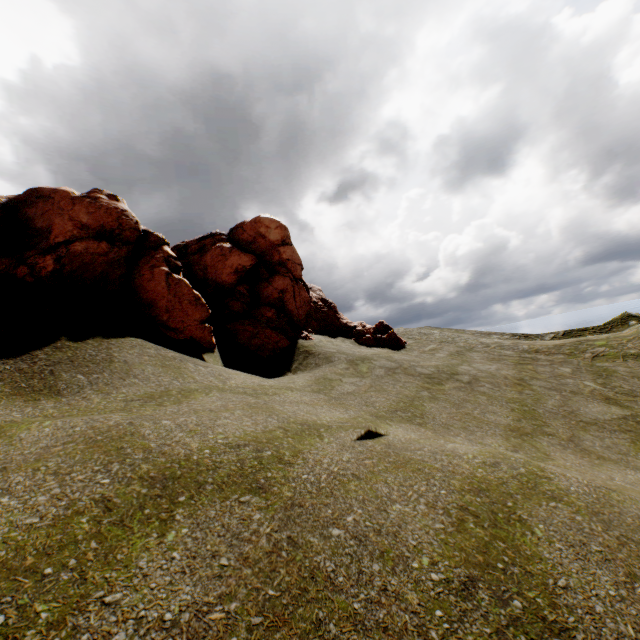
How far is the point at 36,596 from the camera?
2.6 meters
